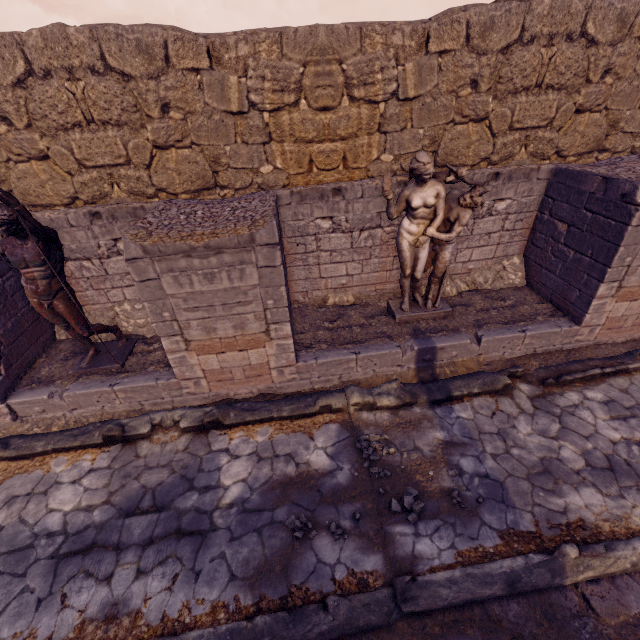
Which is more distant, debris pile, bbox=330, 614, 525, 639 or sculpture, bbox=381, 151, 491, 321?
sculpture, bbox=381, 151, 491, 321

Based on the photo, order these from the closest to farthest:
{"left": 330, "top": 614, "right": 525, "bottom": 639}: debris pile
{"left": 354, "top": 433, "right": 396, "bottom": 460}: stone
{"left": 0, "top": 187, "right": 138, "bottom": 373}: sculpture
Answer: {"left": 330, "top": 614, "right": 525, "bottom": 639}: debris pile → {"left": 0, "top": 187, "right": 138, "bottom": 373}: sculpture → {"left": 354, "top": 433, "right": 396, "bottom": 460}: stone

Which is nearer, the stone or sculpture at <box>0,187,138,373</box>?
sculpture at <box>0,187,138,373</box>

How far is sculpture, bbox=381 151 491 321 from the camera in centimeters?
474cm

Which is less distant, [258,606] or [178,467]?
[258,606]

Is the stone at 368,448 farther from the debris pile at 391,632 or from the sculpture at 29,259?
the sculpture at 29,259

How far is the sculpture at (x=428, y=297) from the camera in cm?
474

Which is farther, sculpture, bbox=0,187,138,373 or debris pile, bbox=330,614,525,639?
sculpture, bbox=0,187,138,373
